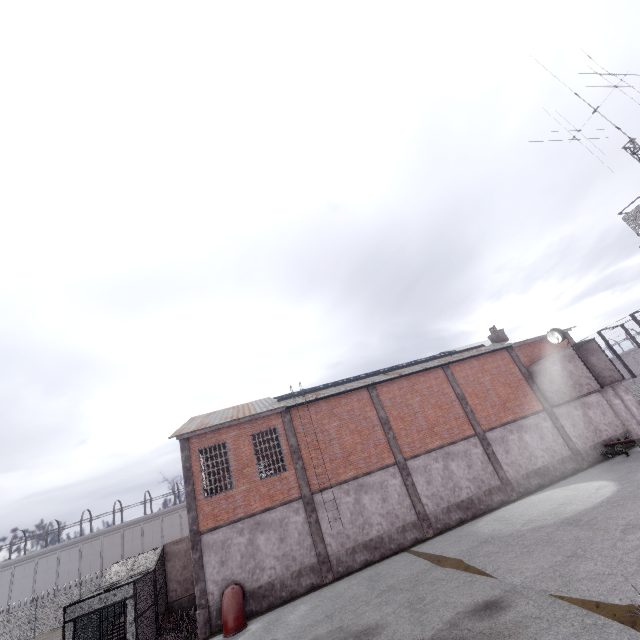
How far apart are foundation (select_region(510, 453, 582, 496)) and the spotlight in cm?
728

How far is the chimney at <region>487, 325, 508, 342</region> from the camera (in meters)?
27.78

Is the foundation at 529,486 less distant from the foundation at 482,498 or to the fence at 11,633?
the foundation at 482,498

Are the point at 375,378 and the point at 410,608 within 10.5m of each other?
no

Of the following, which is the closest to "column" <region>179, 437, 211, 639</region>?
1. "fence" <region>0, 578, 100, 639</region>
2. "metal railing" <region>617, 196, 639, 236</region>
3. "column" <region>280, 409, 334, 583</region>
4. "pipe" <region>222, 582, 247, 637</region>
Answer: "pipe" <region>222, 582, 247, 637</region>

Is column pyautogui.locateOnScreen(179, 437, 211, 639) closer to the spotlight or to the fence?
the spotlight

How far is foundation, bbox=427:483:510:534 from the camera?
18.1 meters

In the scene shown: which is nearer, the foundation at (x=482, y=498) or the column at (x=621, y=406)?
the foundation at (x=482, y=498)
